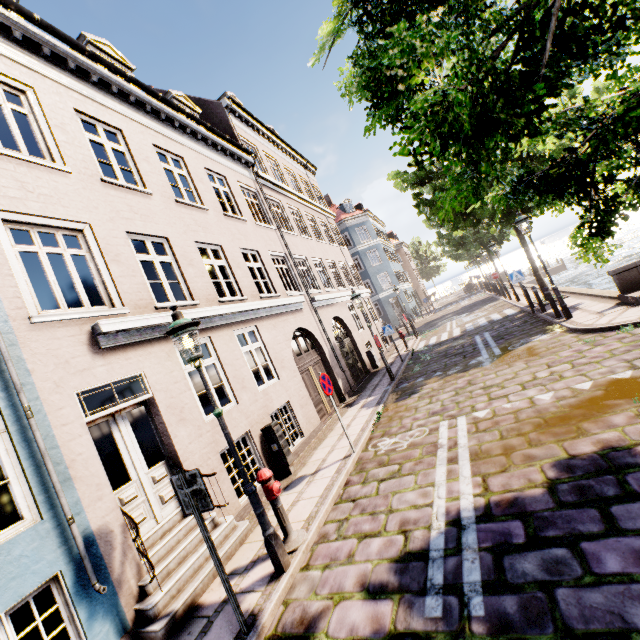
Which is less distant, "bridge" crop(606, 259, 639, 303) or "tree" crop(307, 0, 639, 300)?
"tree" crop(307, 0, 639, 300)

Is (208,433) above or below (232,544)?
above

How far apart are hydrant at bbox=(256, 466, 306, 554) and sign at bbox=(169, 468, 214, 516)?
1.27m

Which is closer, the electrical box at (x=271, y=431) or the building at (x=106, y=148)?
the building at (x=106, y=148)

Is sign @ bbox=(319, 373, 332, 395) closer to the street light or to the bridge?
the street light

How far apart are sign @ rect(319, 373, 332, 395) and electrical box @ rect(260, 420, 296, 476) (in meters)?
1.62

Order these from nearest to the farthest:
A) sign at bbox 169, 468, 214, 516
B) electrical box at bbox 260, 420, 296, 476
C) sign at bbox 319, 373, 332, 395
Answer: sign at bbox 169, 468, 214, 516 < sign at bbox 319, 373, 332, 395 < electrical box at bbox 260, 420, 296, 476

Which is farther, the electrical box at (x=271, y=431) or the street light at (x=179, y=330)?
the electrical box at (x=271, y=431)
